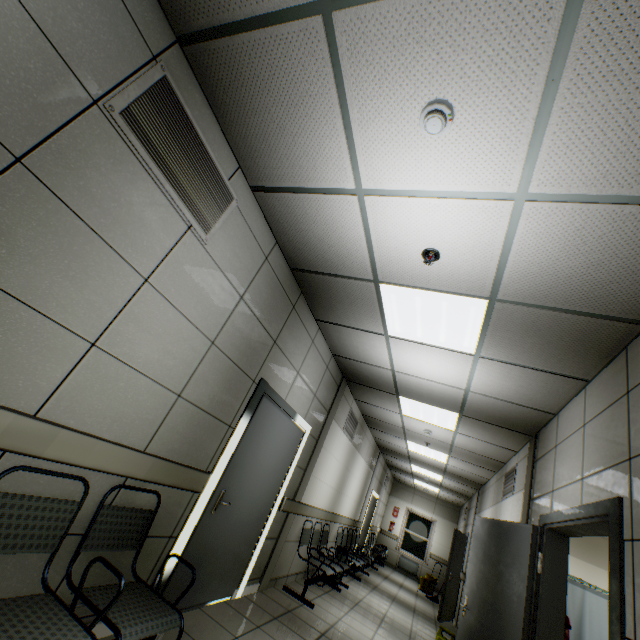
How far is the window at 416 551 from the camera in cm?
1372

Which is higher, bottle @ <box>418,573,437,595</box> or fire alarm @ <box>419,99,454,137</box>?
fire alarm @ <box>419,99,454,137</box>

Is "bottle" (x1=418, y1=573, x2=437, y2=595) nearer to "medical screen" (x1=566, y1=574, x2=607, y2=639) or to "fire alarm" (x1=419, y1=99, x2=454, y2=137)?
"medical screen" (x1=566, y1=574, x2=607, y2=639)

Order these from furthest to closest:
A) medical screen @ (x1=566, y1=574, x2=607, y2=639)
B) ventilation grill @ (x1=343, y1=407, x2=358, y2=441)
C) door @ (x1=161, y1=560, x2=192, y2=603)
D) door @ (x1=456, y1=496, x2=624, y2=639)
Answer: ventilation grill @ (x1=343, y1=407, x2=358, y2=441) → medical screen @ (x1=566, y1=574, x2=607, y2=639) → door @ (x1=161, y1=560, x2=192, y2=603) → door @ (x1=456, y1=496, x2=624, y2=639)

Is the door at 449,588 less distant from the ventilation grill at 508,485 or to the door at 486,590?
the ventilation grill at 508,485

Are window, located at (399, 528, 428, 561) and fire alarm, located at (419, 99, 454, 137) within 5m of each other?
no

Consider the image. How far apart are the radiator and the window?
0.1m

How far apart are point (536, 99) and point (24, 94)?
2.27m
